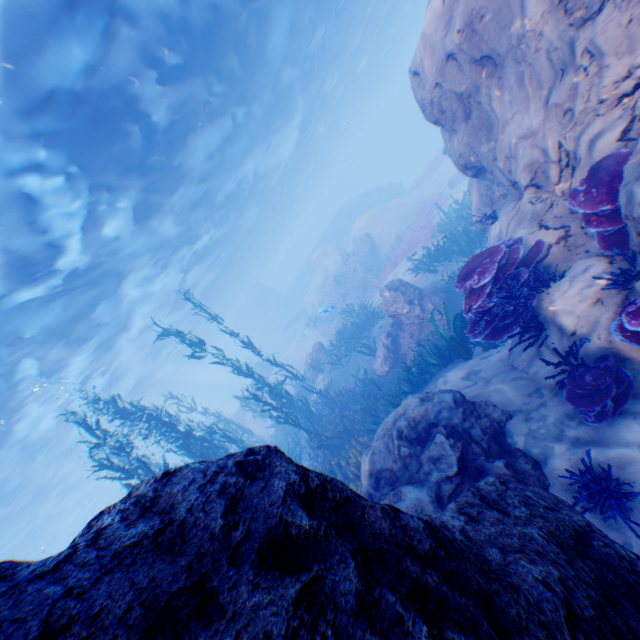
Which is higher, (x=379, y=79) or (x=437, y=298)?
(x=379, y=79)

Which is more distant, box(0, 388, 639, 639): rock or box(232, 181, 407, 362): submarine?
box(232, 181, 407, 362): submarine

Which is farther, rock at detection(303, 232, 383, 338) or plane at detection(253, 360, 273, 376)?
plane at detection(253, 360, 273, 376)

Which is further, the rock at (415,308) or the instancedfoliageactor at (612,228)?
the rock at (415,308)

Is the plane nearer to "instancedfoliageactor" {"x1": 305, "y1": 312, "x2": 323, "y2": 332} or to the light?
the light

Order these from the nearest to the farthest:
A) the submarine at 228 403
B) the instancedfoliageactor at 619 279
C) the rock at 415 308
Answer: the instancedfoliageactor at 619 279 → the rock at 415 308 → the submarine at 228 403

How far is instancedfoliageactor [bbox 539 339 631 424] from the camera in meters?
3.7

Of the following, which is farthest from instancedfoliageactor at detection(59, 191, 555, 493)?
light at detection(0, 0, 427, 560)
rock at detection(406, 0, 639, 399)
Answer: light at detection(0, 0, 427, 560)
